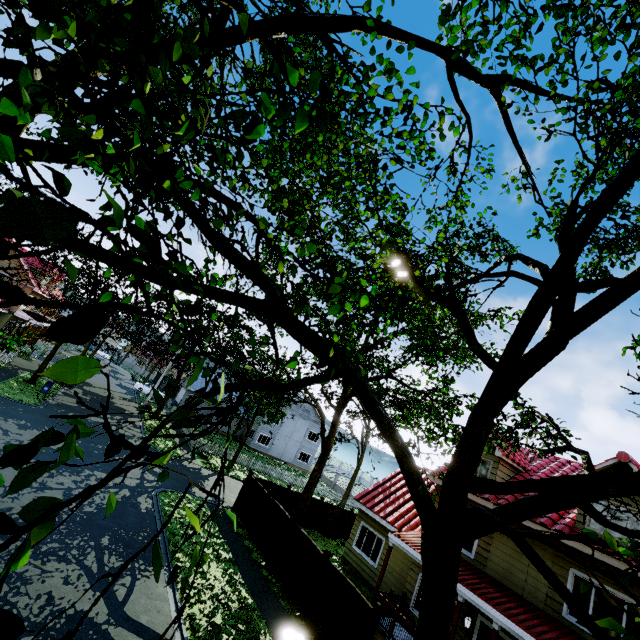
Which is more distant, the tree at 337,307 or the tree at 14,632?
the tree at 337,307

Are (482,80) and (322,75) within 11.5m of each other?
yes

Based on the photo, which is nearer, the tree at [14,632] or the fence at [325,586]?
the tree at [14,632]

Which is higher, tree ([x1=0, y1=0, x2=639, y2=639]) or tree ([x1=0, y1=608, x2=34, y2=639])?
tree ([x1=0, y1=0, x2=639, y2=639])

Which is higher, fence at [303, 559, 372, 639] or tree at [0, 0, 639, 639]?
tree at [0, 0, 639, 639]

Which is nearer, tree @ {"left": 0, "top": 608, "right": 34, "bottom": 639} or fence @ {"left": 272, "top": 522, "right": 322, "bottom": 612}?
tree @ {"left": 0, "top": 608, "right": 34, "bottom": 639}

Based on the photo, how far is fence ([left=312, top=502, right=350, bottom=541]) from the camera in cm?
2138
